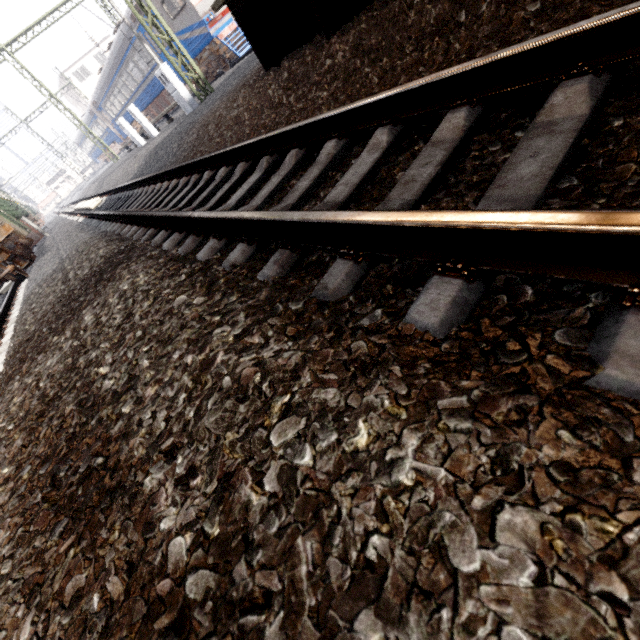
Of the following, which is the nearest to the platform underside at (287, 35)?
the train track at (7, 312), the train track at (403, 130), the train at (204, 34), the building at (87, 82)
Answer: the train track at (403, 130)

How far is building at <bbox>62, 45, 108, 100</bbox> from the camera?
45.6m

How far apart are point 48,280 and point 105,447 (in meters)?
5.70

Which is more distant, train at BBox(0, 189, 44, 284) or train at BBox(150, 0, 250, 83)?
train at BBox(150, 0, 250, 83)

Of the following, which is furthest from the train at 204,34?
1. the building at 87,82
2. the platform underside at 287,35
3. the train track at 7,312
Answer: the train track at 7,312

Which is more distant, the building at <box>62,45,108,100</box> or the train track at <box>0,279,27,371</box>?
the building at <box>62,45,108,100</box>

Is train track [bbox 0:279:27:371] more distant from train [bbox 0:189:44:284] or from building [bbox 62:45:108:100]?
building [bbox 62:45:108:100]

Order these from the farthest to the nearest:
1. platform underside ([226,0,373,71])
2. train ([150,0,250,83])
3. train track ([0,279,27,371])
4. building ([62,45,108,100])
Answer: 1. building ([62,45,108,100])
2. train ([150,0,250,83])
3. train track ([0,279,27,371])
4. platform underside ([226,0,373,71])
